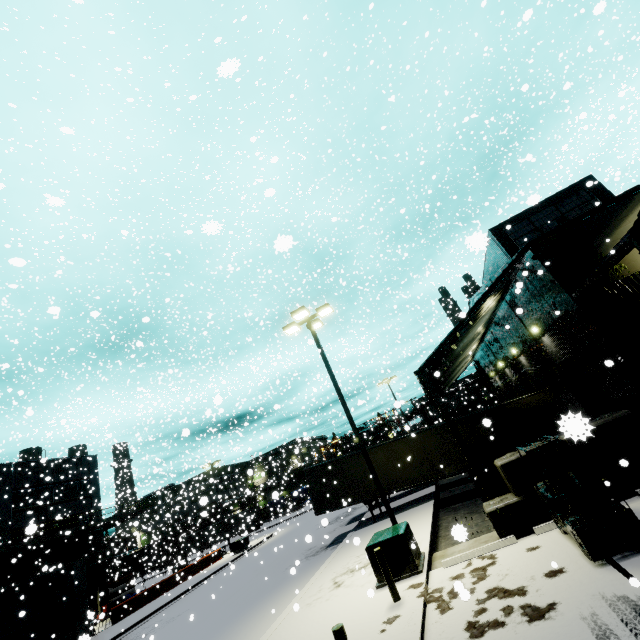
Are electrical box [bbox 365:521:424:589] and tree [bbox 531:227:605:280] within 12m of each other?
yes

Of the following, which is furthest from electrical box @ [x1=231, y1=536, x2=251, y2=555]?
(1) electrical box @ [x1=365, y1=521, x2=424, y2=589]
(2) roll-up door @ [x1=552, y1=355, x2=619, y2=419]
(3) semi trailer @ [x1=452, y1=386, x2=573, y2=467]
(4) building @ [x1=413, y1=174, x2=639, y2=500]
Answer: (1) electrical box @ [x1=365, y1=521, x2=424, y2=589]

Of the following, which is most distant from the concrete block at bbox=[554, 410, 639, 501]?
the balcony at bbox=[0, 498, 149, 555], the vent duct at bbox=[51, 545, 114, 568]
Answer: the vent duct at bbox=[51, 545, 114, 568]

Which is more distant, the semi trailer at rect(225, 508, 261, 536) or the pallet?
the semi trailer at rect(225, 508, 261, 536)

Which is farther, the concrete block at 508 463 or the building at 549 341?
the building at 549 341

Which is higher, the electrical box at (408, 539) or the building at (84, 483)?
the building at (84, 483)

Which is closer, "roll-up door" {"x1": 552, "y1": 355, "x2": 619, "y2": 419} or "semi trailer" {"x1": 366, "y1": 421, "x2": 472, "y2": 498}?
"roll-up door" {"x1": 552, "y1": 355, "x2": 619, "y2": 419}

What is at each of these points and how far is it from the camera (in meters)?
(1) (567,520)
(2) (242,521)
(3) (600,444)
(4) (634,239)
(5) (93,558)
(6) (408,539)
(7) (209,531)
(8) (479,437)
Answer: (1) forklift, 6.73
(2) semi trailer, 34.72
(3) concrete block, 9.14
(4) pallet, 3.45
(5) vent duct, 30.09
(6) electrical box, 9.88
(7) semi trailer, 56.75
(8) semi trailer, 18.02
